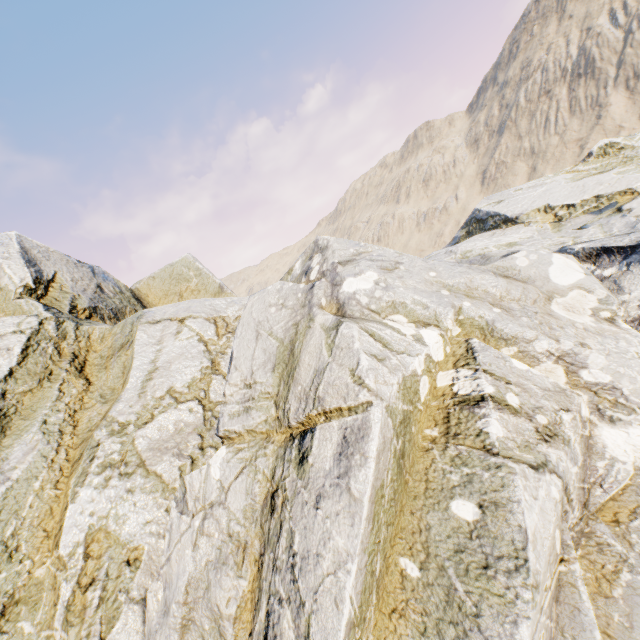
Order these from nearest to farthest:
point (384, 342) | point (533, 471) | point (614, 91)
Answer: point (533, 471), point (384, 342), point (614, 91)
